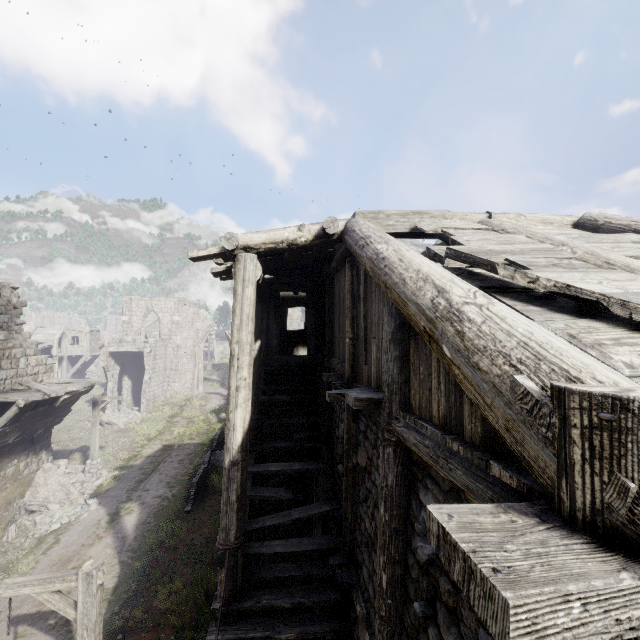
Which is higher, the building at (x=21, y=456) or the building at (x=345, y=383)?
the building at (x=345, y=383)

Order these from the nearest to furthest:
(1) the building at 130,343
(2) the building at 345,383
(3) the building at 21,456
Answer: (2) the building at 345,383 < (3) the building at 21,456 < (1) the building at 130,343

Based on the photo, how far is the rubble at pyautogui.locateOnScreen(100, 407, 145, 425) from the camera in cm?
2664

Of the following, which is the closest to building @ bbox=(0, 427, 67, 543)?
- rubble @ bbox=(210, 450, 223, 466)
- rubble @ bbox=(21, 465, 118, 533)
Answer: rubble @ bbox=(21, 465, 118, 533)

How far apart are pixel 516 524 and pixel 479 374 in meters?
0.8 m

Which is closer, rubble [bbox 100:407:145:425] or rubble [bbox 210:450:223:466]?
rubble [bbox 210:450:223:466]

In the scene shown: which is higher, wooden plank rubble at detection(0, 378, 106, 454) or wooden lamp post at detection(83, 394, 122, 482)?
wooden plank rubble at detection(0, 378, 106, 454)

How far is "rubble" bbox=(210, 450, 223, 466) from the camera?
19.6m
